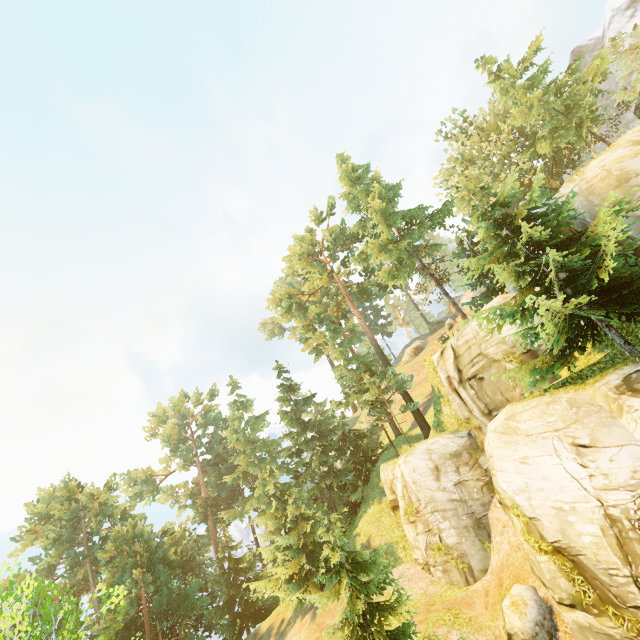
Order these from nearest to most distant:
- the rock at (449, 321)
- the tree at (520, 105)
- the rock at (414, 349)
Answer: the tree at (520, 105) < the rock at (449, 321) < the rock at (414, 349)

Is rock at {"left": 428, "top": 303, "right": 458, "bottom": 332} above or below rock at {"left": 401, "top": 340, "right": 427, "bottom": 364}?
above

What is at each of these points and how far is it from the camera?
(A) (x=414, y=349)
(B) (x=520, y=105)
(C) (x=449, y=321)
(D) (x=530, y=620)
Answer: (A) rock, 48.7 meters
(B) tree, 32.5 meters
(C) rock, 49.9 meters
(D) rock, 12.2 meters

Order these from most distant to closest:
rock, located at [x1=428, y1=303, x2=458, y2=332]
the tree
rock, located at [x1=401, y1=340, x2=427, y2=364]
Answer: rock, located at [x1=401, y1=340, x2=427, y2=364] < rock, located at [x1=428, y1=303, x2=458, y2=332] < the tree

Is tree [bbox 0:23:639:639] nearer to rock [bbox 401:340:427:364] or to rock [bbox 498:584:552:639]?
rock [bbox 498:584:552:639]

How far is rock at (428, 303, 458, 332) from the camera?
43.22m

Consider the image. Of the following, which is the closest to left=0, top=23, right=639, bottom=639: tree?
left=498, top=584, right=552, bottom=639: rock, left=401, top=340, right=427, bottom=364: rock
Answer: left=498, top=584, right=552, bottom=639: rock

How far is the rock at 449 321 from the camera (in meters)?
43.22
